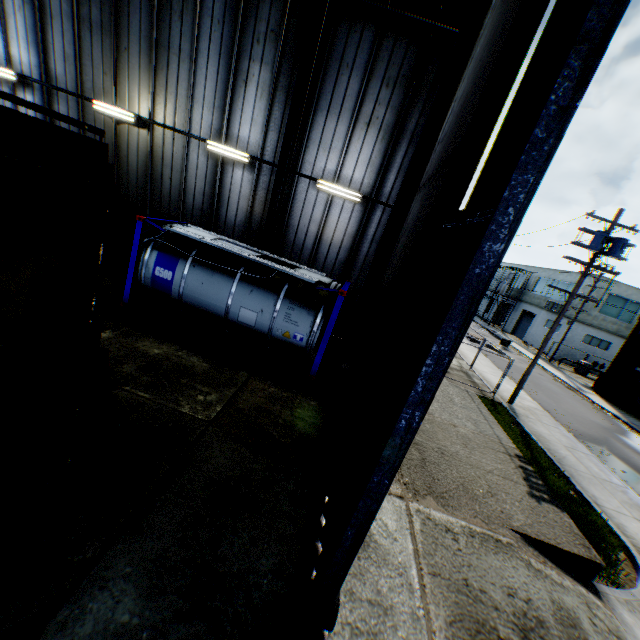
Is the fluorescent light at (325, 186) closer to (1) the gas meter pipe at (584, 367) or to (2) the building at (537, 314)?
(1) the gas meter pipe at (584, 367)

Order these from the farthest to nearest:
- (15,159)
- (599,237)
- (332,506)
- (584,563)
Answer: (599,237), (584,563), (332,506), (15,159)

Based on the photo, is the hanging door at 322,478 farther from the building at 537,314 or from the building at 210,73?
the building at 537,314

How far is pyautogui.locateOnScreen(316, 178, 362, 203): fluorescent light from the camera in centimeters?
1117cm

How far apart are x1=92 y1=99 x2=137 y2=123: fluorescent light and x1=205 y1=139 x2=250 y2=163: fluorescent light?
2.7m

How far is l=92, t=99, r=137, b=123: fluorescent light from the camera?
11.5m

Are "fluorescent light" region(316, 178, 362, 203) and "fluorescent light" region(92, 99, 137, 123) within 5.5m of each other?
no

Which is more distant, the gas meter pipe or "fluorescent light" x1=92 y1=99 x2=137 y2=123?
the gas meter pipe
